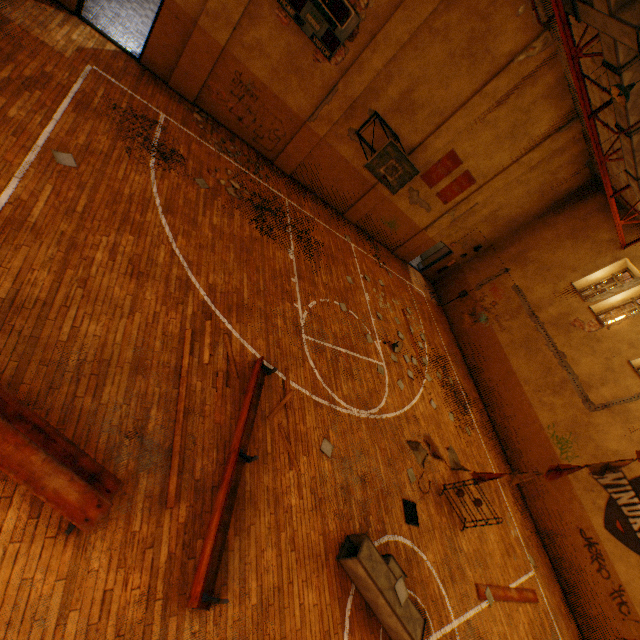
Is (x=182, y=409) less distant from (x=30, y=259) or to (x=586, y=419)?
(x=30, y=259)

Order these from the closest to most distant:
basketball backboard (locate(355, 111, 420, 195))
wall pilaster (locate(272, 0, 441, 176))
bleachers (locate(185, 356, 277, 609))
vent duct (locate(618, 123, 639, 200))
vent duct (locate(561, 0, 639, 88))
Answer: bleachers (locate(185, 356, 277, 609)), vent duct (locate(561, 0, 639, 88)), vent duct (locate(618, 123, 639, 200)), wall pilaster (locate(272, 0, 441, 176)), basketball backboard (locate(355, 111, 420, 195))

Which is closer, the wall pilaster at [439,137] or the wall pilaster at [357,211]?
the wall pilaster at [439,137]

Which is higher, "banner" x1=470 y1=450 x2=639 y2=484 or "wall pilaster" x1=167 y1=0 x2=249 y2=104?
"banner" x1=470 y1=450 x2=639 y2=484

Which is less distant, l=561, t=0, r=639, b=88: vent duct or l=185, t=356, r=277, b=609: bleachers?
l=185, t=356, r=277, b=609: bleachers

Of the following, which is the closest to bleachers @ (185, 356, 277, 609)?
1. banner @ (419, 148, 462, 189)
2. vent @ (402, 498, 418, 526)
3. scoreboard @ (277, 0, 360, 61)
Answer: vent @ (402, 498, 418, 526)

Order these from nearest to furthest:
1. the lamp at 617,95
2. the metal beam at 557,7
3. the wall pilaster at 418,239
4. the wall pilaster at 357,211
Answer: the lamp at 617,95 → the metal beam at 557,7 → the wall pilaster at 357,211 → the wall pilaster at 418,239

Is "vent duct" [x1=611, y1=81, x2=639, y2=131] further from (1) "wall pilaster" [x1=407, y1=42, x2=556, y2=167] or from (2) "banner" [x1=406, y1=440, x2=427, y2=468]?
(1) "wall pilaster" [x1=407, y1=42, x2=556, y2=167]
